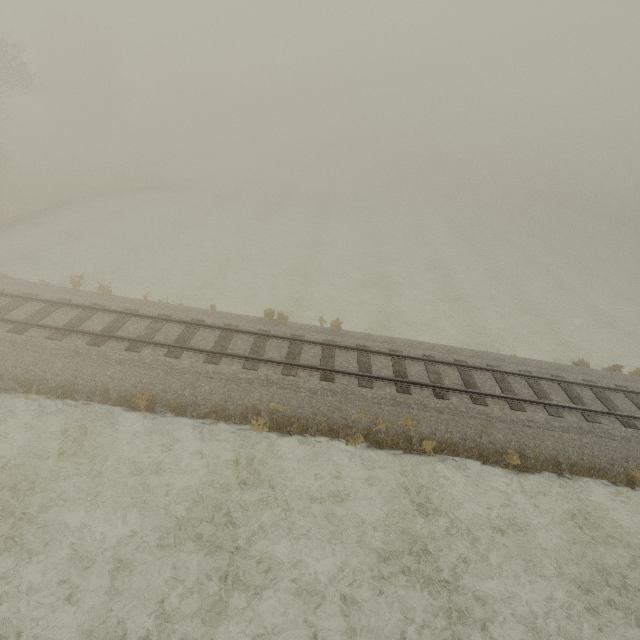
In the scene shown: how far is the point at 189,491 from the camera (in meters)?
9.00
